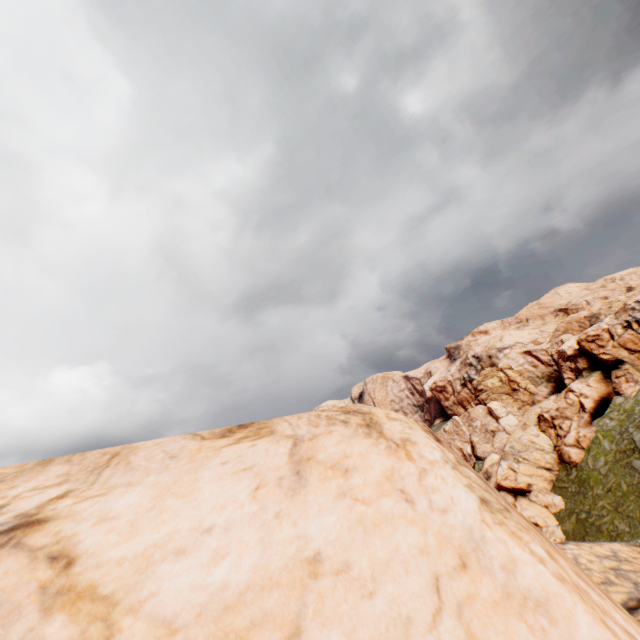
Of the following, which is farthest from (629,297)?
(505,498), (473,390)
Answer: (505,498)
